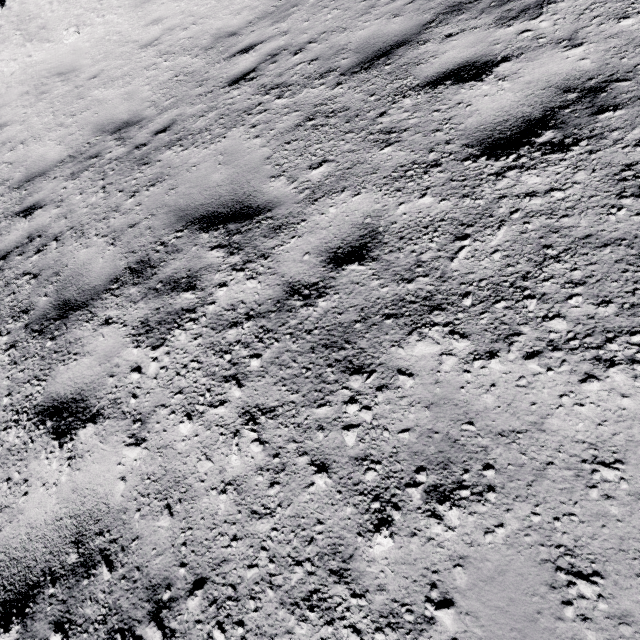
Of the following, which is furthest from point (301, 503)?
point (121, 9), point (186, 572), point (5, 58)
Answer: point (5, 58)
